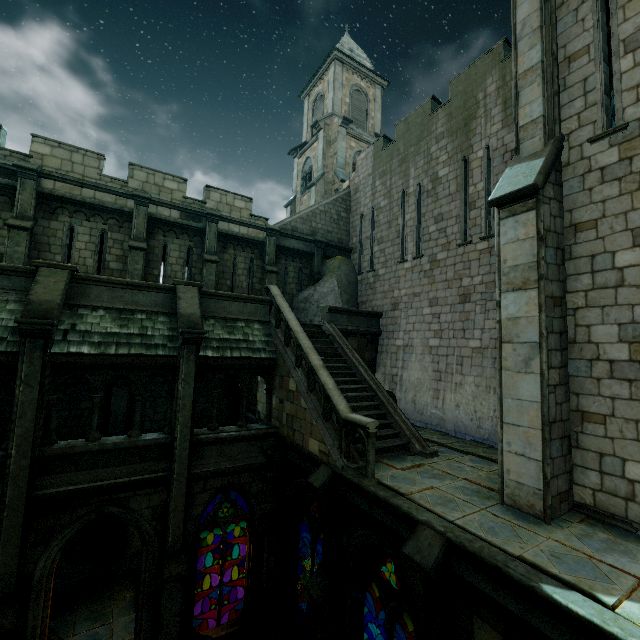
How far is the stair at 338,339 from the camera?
7.83m

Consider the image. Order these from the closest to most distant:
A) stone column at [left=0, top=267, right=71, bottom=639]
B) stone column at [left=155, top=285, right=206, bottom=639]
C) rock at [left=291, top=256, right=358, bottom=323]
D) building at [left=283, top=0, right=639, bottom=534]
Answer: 1. building at [left=283, top=0, right=639, bottom=534]
2. stone column at [left=0, top=267, right=71, bottom=639]
3. stone column at [left=155, top=285, right=206, bottom=639]
4. rock at [left=291, top=256, right=358, bottom=323]

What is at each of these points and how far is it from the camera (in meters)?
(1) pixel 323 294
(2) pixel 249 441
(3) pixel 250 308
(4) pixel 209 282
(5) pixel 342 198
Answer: (1) rock, 16.36
(2) wall trim, 10.38
(3) wall trim, 12.23
(4) stone column, 14.04
(5) stair, 18.89

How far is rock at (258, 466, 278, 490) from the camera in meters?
10.5

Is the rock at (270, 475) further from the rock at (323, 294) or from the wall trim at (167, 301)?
the wall trim at (167, 301)

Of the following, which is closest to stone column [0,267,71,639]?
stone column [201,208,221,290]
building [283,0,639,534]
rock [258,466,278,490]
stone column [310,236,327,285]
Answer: building [283,0,639,534]

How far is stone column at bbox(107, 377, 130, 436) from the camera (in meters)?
11.80

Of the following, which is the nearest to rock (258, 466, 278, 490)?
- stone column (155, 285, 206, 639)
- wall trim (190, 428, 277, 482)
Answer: wall trim (190, 428, 277, 482)
